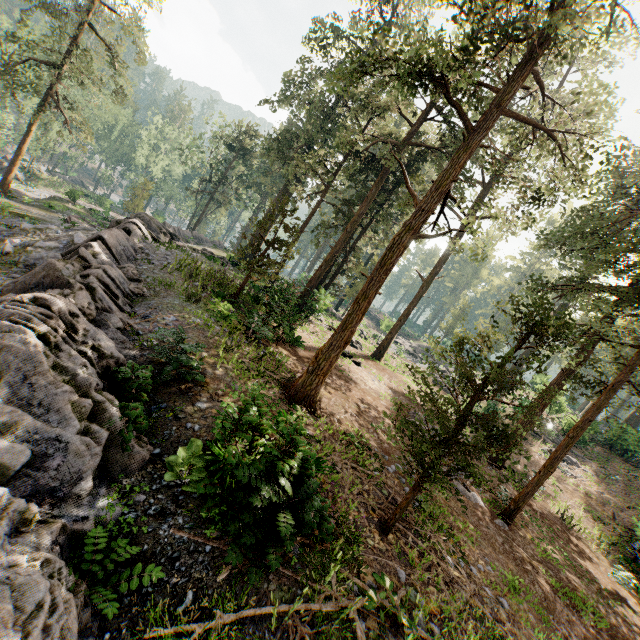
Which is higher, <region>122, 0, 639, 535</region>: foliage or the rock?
<region>122, 0, 639, 535</region>: foliage

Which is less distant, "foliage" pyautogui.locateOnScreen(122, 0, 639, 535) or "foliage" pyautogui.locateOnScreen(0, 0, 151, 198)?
"foliage" pyautogui.locateOnScreen(122, 0, 639, 535)

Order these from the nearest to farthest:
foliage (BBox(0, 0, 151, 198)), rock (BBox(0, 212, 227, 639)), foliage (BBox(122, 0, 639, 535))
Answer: rock (BBox(0, 212, 227, 639)) → foliage (BBox(122, 0, 639, 535)) → foliage (BBox(0, 0, 151, 198))

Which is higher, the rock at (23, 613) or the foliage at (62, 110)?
the foliage at (62, 110)

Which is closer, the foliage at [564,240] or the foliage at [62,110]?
the foliage at [564,240]

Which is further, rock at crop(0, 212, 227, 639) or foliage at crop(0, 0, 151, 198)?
foliage at crop(0, 0, 151, 198)

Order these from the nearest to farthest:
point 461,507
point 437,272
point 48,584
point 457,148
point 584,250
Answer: point 48,584
point 461,507
point 584,250
point 457,148
point 437,272
